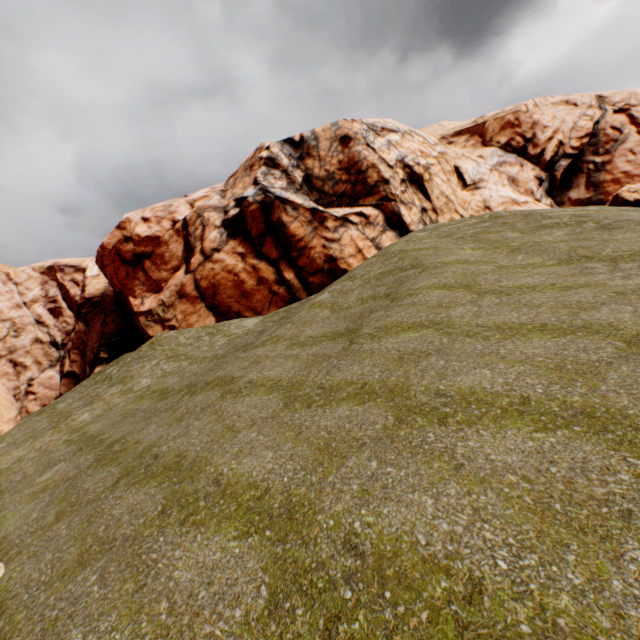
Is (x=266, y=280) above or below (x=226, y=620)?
above
